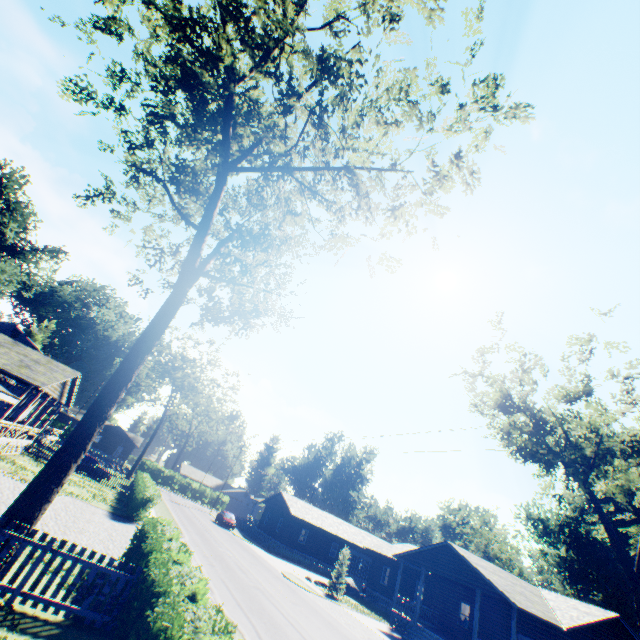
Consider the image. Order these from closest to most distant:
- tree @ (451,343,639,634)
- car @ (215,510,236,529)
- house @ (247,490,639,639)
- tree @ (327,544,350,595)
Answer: tree @ (451,343,639,634)
house @ (247,490,639,639)
tree @ (327,544,350,595)
car @ (215,510,236,529)

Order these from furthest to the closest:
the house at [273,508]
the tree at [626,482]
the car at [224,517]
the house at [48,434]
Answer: the car at [224,517], the house at [48,434], the house at [273,508], the tree at [626,482]

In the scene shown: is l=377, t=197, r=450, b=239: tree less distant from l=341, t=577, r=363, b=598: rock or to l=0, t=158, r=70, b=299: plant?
l=0, t=158, r=70, b=299: plant

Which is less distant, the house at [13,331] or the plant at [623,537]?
the plant at [623,537]

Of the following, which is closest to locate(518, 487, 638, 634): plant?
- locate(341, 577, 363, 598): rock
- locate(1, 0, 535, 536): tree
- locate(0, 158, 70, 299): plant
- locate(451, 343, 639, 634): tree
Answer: locate(1, 0, 535, 536): tree

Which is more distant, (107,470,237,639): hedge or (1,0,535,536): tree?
(1,0,535,536): tree

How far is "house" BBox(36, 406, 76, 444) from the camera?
37.4m

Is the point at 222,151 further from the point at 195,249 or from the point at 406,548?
the point at 406,548
